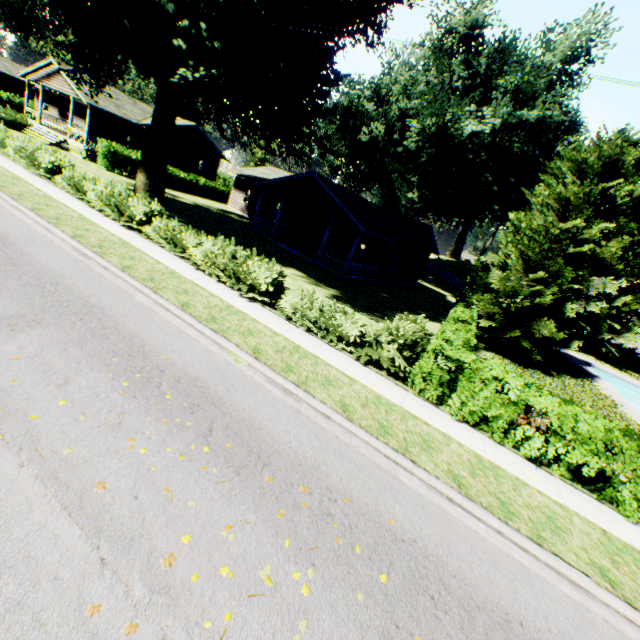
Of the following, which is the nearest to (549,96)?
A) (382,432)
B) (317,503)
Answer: (382,432)

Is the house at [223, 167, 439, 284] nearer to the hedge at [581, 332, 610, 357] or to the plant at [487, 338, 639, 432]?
the plant at [487, 338, 639, 432]

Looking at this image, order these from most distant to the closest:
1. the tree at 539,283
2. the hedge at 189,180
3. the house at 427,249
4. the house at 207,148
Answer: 1. the house at 207,148
2. the hedge at 189,180
3. the house at 427,249
4. the tree at 539,283

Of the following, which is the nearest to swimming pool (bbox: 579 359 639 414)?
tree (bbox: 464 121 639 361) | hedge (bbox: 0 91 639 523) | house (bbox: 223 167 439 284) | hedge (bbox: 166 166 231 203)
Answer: tree (bbox: 464 121 639 361)

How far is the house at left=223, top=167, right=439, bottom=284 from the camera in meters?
22.6 m

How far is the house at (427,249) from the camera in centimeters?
2261cm

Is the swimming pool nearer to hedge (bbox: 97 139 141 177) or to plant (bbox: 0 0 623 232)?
plant (bbox: 0 0 623 232)

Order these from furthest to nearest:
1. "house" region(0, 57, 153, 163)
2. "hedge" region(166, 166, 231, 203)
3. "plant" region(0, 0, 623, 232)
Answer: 1. "hedge" region(166, 166, 231, 203)
2. "house" region(0, 57, 153, 163)
3. "plant" region(0, 0, 623, 232)
